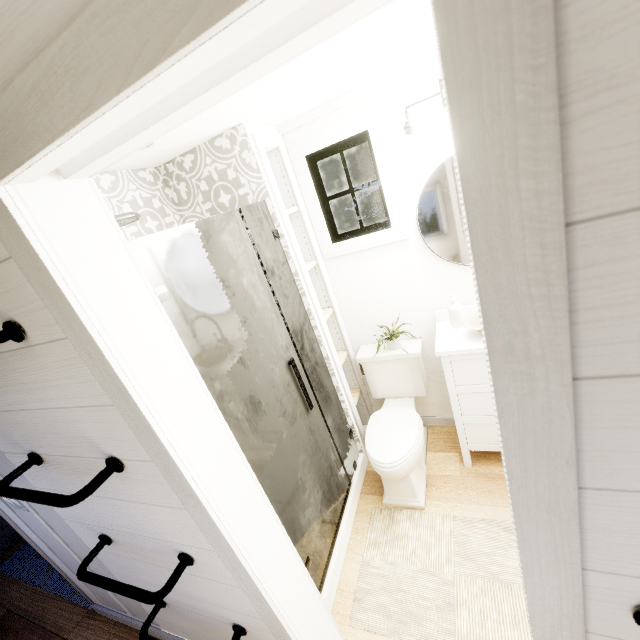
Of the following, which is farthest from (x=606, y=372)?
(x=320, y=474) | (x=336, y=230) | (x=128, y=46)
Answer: (x=336, y=230)
